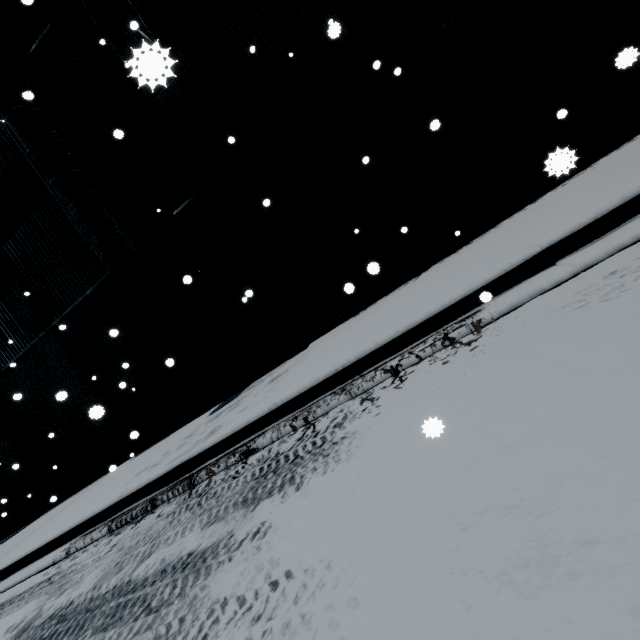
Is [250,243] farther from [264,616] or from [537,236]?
[264,616]

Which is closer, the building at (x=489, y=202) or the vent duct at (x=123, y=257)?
the building at (x=489, y=202)

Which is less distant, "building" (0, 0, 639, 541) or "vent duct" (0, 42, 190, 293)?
"building" (0, 0, 639, 541)
